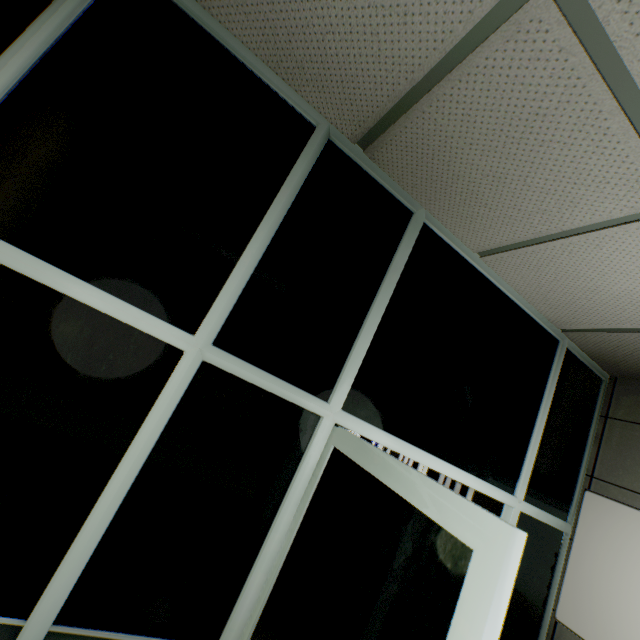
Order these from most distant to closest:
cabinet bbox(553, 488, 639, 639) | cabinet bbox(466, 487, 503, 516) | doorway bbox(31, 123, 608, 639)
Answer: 1. cabinet bbox(466, 487, 503, 516)
2. cabinet bbox(553, 488, 639, 639)
3. doorway bbox(31, 123, 608, 639)

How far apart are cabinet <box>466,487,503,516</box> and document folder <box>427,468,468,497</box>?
0.0m

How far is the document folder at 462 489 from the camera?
2.7m

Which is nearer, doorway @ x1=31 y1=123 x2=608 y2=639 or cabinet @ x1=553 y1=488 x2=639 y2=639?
doorway @ x1=31 y1=123 x2=608 y2=639

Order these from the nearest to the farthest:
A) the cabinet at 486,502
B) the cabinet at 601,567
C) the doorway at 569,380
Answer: the doorway at 569,380
the cabinet at 601,567
the cabinet at 486,502

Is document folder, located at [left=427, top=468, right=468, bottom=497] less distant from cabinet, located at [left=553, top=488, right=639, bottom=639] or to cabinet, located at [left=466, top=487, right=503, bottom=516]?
cabinet, located at [left=466, top=487, right=503, bottom=516]

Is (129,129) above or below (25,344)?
above
